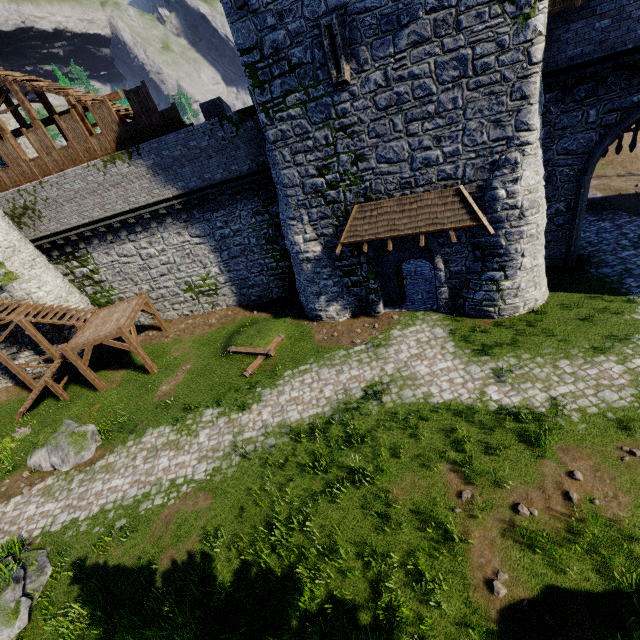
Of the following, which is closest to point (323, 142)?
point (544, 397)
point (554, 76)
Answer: point (554, 76)

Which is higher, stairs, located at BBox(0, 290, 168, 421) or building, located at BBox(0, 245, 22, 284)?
building, located at BBox(0, 245, 22, 284)

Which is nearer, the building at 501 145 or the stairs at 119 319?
the building at 501 145

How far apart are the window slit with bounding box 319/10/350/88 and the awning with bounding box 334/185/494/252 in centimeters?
408cm

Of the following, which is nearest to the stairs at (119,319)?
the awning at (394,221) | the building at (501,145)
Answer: Answer: the building at (501,145)

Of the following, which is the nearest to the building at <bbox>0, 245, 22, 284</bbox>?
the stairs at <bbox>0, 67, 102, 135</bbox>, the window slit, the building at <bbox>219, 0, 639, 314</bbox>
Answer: the stairs at <bbox>0, 67, 102, 135</bbox>

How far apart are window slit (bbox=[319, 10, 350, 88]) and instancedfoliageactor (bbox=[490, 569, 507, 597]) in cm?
1508

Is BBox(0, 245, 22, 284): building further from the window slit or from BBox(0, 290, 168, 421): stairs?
the window slit
